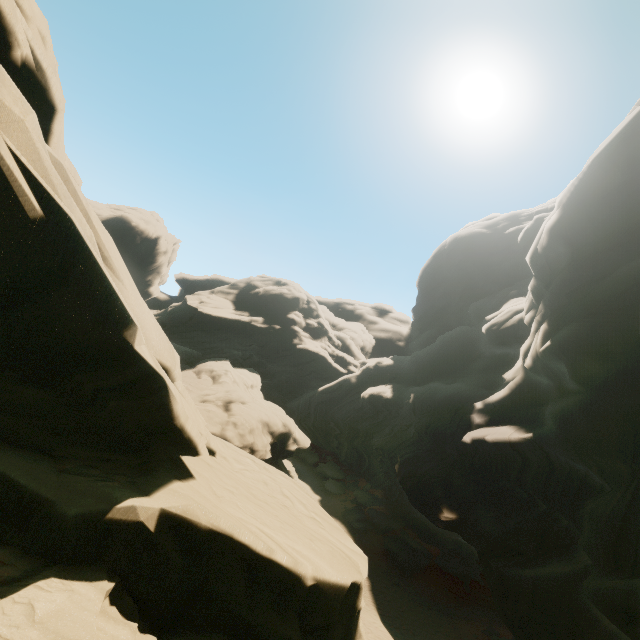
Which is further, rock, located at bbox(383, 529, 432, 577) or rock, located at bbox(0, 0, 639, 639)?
rock, located at bbox(383, 529, 432, 577)

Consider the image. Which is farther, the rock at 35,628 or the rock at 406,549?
the rock at 406,549

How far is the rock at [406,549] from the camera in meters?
26.2

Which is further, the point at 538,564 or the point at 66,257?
the point at 538,564

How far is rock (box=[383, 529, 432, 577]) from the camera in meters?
26.2 m

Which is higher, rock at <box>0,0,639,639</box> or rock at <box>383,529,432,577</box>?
rock at <box>0,0,639,639</box>
